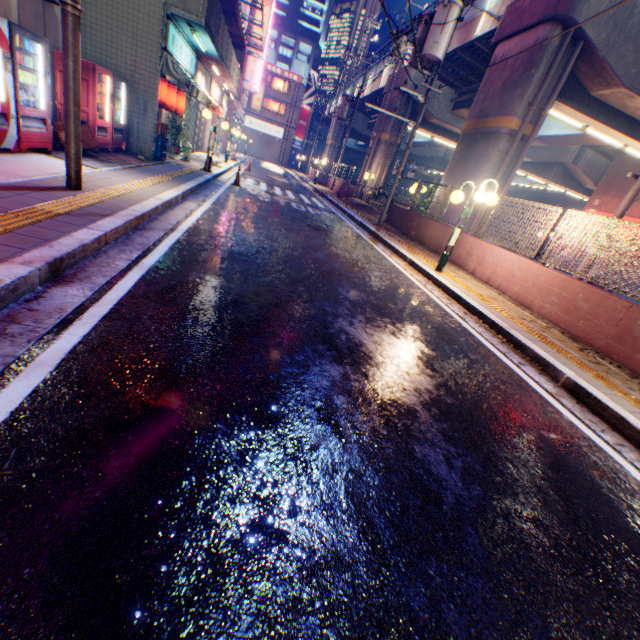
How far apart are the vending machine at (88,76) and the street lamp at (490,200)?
9.5 meters

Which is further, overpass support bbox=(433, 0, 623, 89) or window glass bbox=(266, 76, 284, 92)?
window glass bbox=(266, 76, 284, 92)

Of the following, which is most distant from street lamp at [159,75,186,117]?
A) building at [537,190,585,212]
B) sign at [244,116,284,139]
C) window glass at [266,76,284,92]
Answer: building at [537,190,585,212]

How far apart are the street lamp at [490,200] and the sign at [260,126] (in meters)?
51.92

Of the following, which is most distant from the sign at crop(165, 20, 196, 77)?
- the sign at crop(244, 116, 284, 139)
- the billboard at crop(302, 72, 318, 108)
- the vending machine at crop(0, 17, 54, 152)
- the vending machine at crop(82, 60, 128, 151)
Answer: the billboard at crop(302, 72, 318, 108)

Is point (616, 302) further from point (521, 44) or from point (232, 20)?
point (232, 20)

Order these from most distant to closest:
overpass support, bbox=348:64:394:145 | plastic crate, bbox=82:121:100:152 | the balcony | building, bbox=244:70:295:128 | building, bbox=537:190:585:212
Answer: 1. building, bbox=537:190:585:212
2. building, bbox=244:70:295:128
3. overpass support, bbox=348:64:394:145
4. the balcony
5. plastic crate, bbox=82:121:100:152
